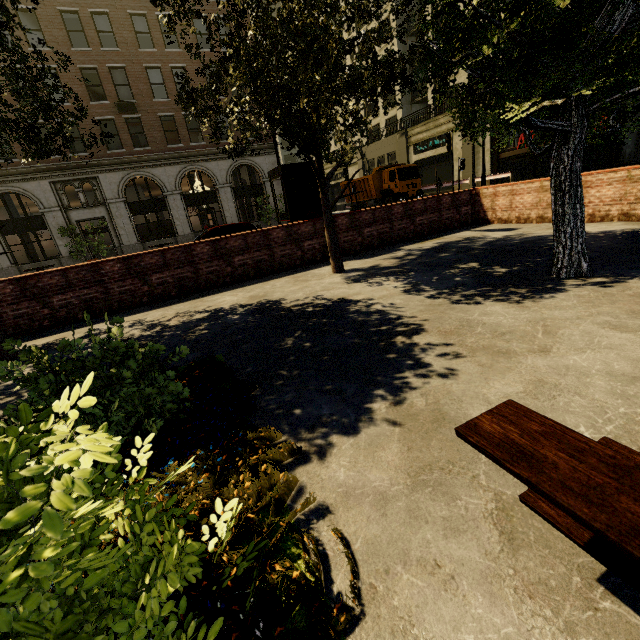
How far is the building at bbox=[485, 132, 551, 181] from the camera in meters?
23.4 m

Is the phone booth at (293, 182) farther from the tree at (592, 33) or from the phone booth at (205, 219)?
the phone booth at (205, 219)

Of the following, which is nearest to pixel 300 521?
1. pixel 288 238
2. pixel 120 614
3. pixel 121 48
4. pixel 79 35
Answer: pixel 120 614

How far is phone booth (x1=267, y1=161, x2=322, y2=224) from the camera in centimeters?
873cm

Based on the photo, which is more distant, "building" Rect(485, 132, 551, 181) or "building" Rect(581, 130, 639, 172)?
"building" Rect(485, 132, 551, 181)

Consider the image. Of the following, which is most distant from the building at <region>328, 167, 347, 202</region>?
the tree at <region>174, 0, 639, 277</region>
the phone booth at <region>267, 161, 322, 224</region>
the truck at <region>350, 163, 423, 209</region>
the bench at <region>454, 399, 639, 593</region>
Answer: the bench at <region>454, 399, 639, 593</region>

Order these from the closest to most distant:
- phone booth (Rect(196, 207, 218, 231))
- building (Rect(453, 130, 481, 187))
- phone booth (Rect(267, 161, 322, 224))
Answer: phone booth (Rect(267, 161, 322, 224)) → phone booth (Rect(196, 207, 218, 231)) → building (Rect(453, 130, 481, 187))

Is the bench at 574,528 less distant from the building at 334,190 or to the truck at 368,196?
the building at 334,190
